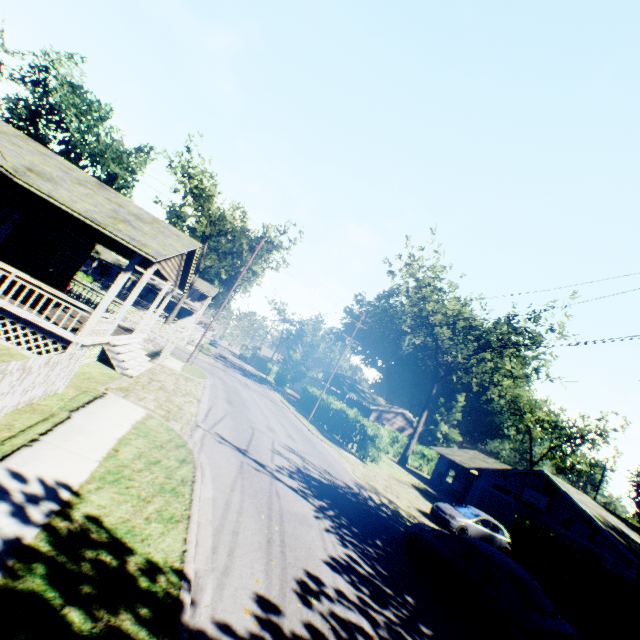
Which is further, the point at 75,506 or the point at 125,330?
the point at 125,330

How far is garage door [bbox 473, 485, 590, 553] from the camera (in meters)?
19.19

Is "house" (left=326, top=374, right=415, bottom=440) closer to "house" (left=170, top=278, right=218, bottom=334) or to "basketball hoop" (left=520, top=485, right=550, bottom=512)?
"house" (left=170, top=278, right=218, bottom=334)

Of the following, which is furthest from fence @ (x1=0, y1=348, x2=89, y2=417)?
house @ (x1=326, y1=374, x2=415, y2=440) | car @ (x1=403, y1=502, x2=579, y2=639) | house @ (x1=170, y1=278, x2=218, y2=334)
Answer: house @ (x1=170, y1=278, x2=218, y2=334)

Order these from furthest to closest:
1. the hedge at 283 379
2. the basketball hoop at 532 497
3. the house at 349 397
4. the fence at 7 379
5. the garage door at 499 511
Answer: the hedge at 283 379, the house at 349 397, the basketball hoop at 532 497, the garage door at 499 511, the fence at 7 379

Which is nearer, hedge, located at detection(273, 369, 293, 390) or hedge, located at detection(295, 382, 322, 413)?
hedge, located at detection(295, 382, 322, 413)

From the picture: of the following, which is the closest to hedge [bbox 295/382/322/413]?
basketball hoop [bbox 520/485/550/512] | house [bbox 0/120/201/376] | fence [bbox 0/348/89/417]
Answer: basketball hoop [bbox 520/485/550/512]

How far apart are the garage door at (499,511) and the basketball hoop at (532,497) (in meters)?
0.53
